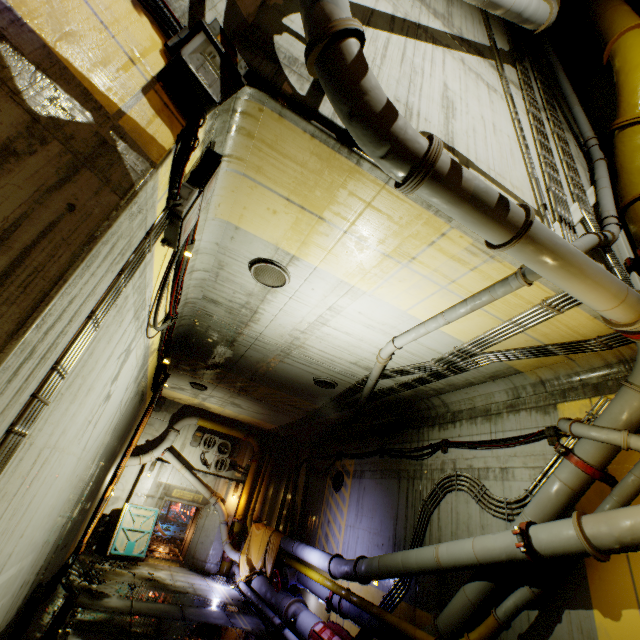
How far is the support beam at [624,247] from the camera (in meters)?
6.73

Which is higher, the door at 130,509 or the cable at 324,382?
the cable at 324,382

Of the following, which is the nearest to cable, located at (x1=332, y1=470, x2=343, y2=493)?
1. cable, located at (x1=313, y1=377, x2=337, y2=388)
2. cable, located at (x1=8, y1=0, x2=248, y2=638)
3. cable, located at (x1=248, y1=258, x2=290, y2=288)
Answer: cable, located at (x1=313, y1=377, x2=337, y2=388)

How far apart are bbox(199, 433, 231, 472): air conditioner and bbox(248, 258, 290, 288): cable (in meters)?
13.99

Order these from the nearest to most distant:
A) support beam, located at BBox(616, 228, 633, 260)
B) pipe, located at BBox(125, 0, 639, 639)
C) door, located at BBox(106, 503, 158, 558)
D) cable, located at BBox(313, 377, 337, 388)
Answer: pipe, located at BBox(125, 0, 639, 639)
support beam, located at BBox(616, 228, 633, 260)
cable, located at BBox(313, 377, 337, 388)
door, located at BBox(106, 503, 158, 558)

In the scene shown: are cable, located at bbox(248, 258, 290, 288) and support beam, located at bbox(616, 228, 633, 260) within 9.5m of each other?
yes

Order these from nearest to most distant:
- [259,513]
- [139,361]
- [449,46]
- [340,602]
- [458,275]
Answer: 1. [458,275]
2. [139,361]
3. [449,46]
4. [340,602]
5. [259,513]

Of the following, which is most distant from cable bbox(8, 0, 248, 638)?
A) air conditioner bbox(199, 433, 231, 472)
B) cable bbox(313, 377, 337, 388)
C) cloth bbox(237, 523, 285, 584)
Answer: cloth bbox(237, 523, 285, 584)
